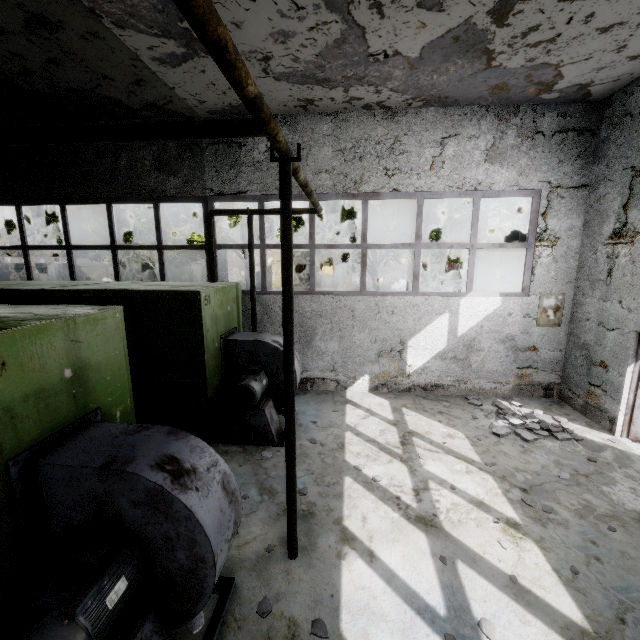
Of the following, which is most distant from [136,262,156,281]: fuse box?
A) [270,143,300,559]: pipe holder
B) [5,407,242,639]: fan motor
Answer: [270,143,300,559]: pipe holder

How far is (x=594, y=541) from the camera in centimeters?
405cm

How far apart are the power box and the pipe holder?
7.1m

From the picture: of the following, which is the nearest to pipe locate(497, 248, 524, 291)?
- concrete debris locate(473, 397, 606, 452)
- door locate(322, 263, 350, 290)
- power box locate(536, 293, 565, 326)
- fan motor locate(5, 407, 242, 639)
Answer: power box locate(536, 293, 565, 326)

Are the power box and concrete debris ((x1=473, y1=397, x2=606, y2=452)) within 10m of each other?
yes

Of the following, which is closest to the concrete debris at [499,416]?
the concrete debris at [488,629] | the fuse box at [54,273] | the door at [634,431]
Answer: the door at [634,431]

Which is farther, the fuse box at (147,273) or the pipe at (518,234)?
the fuse box at (147,273)

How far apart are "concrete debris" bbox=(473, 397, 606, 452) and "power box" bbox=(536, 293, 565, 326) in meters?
1.9
